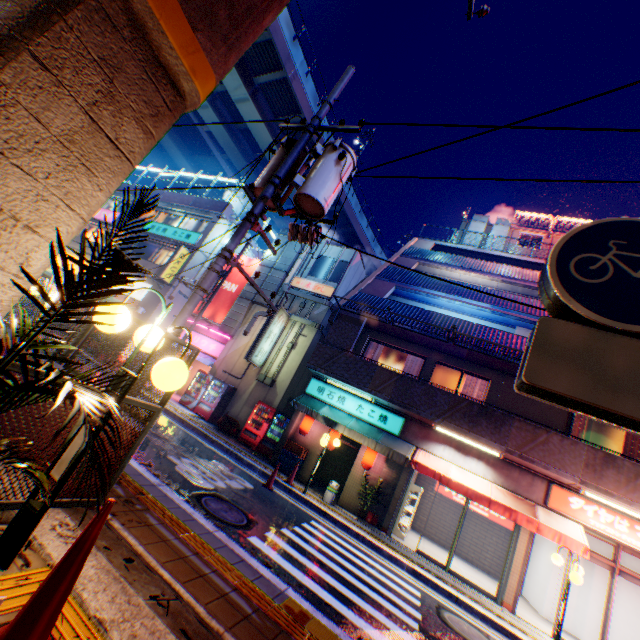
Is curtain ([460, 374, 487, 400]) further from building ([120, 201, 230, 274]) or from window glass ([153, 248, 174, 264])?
window glass ([153, 248, 174, 264])

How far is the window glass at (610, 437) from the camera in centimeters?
1120cm

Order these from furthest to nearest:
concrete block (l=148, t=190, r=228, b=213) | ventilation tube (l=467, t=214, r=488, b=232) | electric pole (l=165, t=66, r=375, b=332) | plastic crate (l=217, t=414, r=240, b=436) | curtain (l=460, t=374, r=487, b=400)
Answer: concrete block (l=148, t=190, r=228, b=213)
ventilation tube (l=467, t=214, r=488, b=232)
plastic crate (l=217, t=414, r=240, b=436)
curtain (l=460, t=374, r=487, b=400)
electric pole (l=165, t=66, r=375, b=332)

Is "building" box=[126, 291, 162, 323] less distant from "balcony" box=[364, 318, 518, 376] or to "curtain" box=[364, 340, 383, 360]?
"balcony" box=[364, 318, 518, 376]

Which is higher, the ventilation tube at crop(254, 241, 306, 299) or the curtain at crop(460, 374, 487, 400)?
the ventilation tube at crop(254, 241, 306, 299)

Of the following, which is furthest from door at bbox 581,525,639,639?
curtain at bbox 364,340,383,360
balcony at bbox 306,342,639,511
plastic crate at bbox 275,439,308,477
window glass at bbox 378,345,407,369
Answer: plastic crate at bbox 275,439,308,477

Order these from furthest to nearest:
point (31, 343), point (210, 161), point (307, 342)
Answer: →
point (210, 161)
point (307, 342)
point (31, 343)

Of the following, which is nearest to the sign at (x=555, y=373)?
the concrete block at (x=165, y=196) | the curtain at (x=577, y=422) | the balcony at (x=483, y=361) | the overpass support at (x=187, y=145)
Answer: the balcony at (x=483, y=361)
